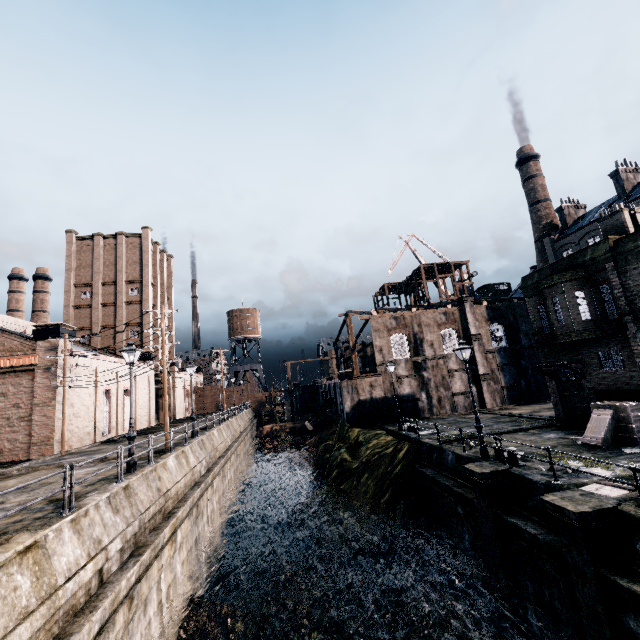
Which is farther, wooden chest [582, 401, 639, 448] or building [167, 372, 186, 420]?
building [167, 372, 186, 420]

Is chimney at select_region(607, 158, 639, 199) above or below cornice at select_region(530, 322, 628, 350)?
above

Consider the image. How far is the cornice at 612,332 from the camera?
16.7 meters

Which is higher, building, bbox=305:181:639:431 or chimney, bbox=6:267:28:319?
chimney, bbox=6:267:28:319

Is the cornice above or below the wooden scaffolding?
below

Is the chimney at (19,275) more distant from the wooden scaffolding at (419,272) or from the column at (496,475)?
the column at (496,475)

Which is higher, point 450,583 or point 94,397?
point 94,397

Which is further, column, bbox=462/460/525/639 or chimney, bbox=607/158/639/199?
chimney, bbox=607/158/639/199
